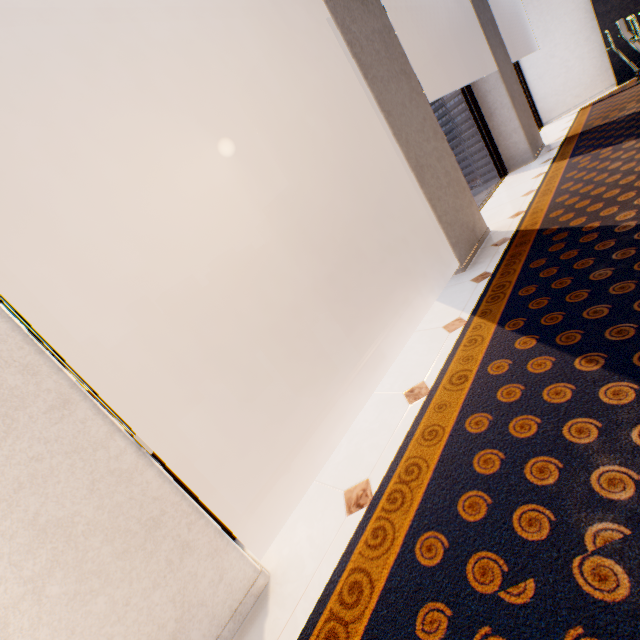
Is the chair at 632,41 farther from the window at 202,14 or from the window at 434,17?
the window at 202,14

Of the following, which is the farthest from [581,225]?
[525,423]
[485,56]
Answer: [485,56]

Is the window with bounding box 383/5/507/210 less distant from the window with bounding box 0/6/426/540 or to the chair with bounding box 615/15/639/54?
the window with bounding box 0/6/426/540

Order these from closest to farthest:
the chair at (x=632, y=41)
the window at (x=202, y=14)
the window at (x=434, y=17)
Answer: the window at (x=202, y=14), the chair at (x=632, y=41), the window at (x=434, y=17)

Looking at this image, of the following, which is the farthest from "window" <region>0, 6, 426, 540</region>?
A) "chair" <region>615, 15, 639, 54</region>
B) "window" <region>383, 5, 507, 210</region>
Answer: "chair" <region>615, 15, 639, 54</region>

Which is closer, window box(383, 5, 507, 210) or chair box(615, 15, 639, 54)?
chair box(615, 15, 639, 54)
